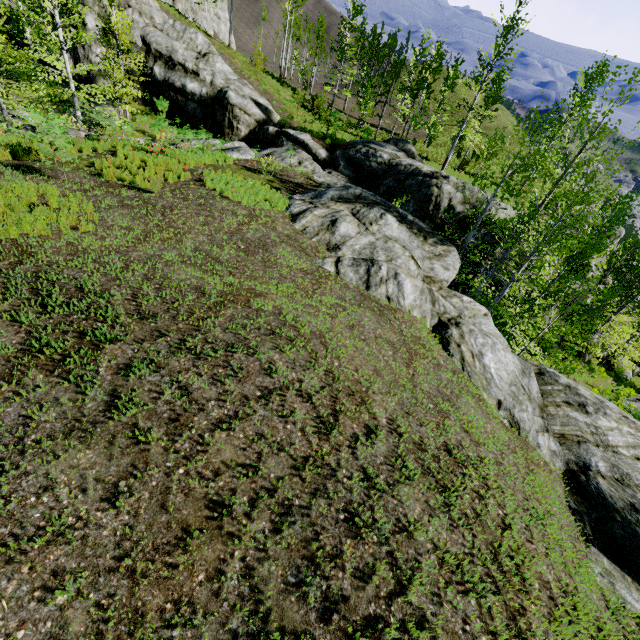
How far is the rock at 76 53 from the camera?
24.7 meters

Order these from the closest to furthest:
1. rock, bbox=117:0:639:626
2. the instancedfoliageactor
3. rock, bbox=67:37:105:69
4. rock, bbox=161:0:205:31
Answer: rock, bbox=117:0:639:626 → the instancedfoliageactor → rock, bbox=67:37:105:69 → rock, bbox=161:0:205:31

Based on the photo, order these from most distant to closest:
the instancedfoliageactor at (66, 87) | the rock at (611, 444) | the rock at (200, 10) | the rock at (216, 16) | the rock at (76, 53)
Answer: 1. the rock at (216, 16)
2. the rock at (200, 10)
3. the rock at (76, 53)
4. the instancedfoliageactor at (66, 87)
5. the rock at (611, 444)

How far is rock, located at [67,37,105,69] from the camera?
24.7m

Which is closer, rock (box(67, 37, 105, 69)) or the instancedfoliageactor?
the instancedfoliageactor

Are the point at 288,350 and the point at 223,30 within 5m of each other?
no

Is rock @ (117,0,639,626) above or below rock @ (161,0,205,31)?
below

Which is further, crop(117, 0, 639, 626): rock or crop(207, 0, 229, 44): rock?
crop(207, 0, 229, 44): rock
